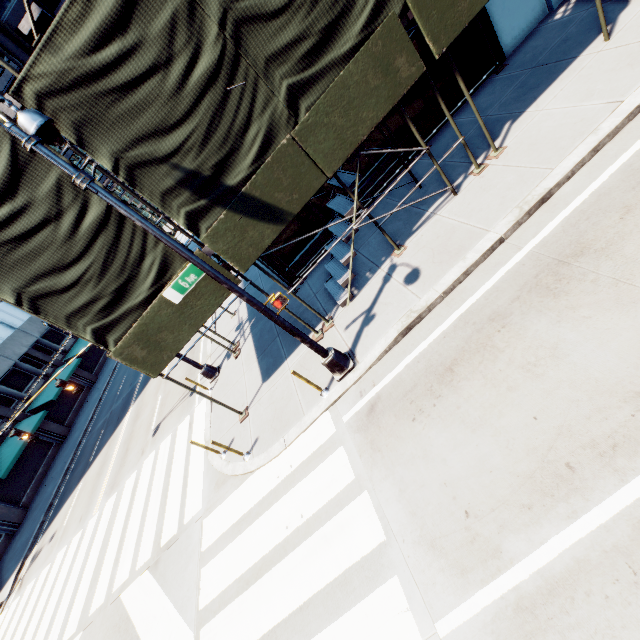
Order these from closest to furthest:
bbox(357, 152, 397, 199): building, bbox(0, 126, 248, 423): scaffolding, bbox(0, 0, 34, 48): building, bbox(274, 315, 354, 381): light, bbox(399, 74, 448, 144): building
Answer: bbox(0, 126, 248, 423): scaffolding
bbox(274, 315, 354, 381): light
bbox(0, 0, 34, 48): building
bbox(399, 74, 448, 144): building
bbox(357, 152, 397, 199): building

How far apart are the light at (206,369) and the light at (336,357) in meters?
6.3

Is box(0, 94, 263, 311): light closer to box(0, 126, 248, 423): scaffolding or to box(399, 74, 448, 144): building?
box(0, 126, 248, 423): scaffolding

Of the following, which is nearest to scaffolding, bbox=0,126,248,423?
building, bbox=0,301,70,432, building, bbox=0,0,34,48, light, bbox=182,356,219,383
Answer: building, bbox=0,0,34,48

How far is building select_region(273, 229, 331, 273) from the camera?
11.6 meters

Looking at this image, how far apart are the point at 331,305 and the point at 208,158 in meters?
5.0

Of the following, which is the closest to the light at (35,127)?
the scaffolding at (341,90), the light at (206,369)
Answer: the scaffolding at (341,90)
